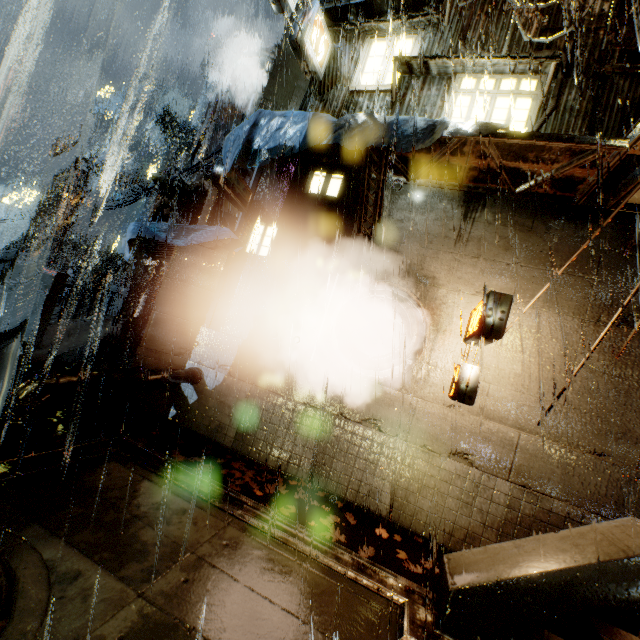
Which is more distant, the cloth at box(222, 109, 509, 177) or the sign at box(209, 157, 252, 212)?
the sign at box(209, 157, 252, 212)

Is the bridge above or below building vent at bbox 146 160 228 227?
below

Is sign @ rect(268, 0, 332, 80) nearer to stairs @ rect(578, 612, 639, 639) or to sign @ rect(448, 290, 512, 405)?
sign @ rect(448, 290, 512, 405)

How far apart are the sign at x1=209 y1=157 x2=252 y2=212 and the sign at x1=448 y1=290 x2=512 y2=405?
6.82m

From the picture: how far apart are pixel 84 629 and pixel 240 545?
2.10m

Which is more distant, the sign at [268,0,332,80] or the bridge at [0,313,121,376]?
the sign at [268,0,332,80]

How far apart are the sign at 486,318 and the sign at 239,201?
6.8 meters

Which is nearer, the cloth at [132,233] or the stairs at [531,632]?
the stairs at [531,632]
